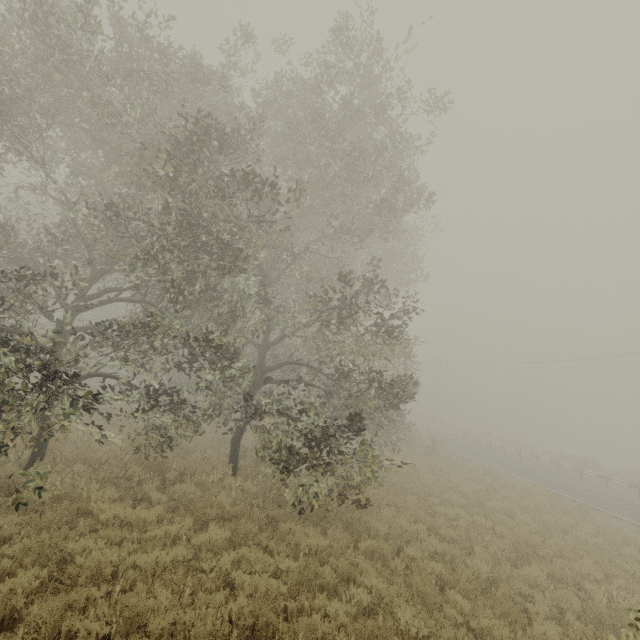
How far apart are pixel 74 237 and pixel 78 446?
8.4 meters
